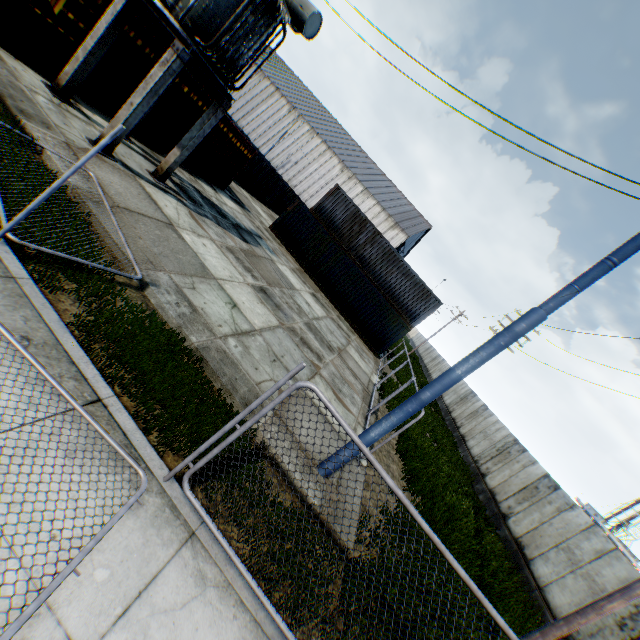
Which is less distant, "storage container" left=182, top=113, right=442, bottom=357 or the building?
"storage container" left=182, top=113, right=442, bottom=357

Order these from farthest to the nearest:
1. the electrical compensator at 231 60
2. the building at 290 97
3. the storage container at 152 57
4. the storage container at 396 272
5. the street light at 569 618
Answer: the building at 290 97
the storage container at 396 272
the storage container at 152 57
the electrical compensator at 231 60
the street light at 569 618

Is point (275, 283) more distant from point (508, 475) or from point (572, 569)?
point (508, 475)

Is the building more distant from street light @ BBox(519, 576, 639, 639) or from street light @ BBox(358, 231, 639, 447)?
street light @ BBox(519, 576, 639, 639)

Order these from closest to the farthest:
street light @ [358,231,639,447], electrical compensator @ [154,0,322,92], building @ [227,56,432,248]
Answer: street light @ [358,231,639,447] < electrical compensator @ [154,0,322,92] < building @ [227,56,432,248]

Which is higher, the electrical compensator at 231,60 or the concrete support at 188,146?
the electrical compensator at 231,60

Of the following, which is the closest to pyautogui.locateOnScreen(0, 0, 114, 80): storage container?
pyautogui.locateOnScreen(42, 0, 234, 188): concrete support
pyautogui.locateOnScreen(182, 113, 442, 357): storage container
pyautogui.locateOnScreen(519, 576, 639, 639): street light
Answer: pyautogui.locateOnScreen(42, 0, 234, 188): concrete support

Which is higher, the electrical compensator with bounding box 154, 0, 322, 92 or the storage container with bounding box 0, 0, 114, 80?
the electrical compensator with bounding box 154, 0, 322, 92
